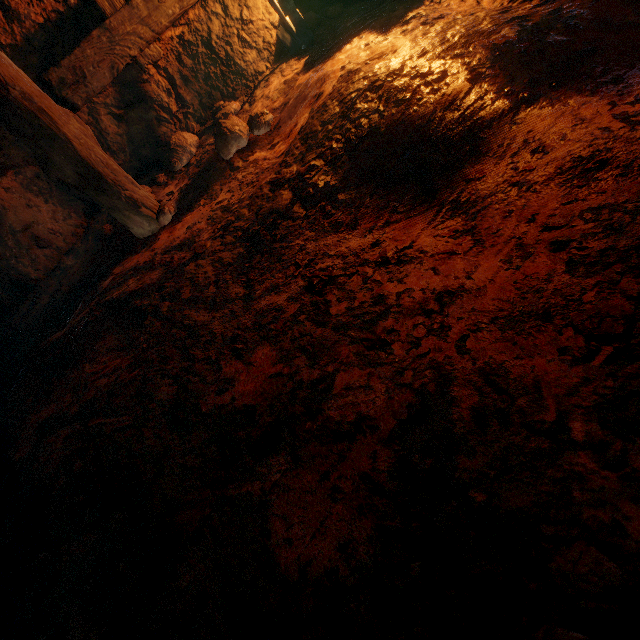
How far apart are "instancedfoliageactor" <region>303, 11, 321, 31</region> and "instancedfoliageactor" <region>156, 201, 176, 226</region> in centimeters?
213cm

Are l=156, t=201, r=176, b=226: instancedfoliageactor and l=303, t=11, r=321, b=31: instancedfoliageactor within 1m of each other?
no

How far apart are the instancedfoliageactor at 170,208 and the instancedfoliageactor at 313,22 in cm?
213

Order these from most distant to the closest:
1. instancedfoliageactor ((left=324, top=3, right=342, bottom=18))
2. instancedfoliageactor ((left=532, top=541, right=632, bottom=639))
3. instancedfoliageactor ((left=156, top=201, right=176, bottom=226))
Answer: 1. instancedfoliageactor ((left=324, top=3, right=342, bottom=18))
2. instancedfoliageactor ((left=156, top=201, right=176, bottom=226))
3. instancedfoliageactor ((left=532, top=541, right=632, bottom=639))

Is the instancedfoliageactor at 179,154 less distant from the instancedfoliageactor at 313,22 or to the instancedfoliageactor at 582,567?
the instancedfoliageactor at 313,22

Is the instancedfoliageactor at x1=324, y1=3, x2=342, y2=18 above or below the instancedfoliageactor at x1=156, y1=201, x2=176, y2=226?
above

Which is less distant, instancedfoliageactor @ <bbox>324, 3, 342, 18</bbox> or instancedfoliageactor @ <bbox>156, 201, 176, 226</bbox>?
instancedfoliageactor @ <bbox>156, 201, 176, 226</bbox>

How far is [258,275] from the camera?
1.9 meters
